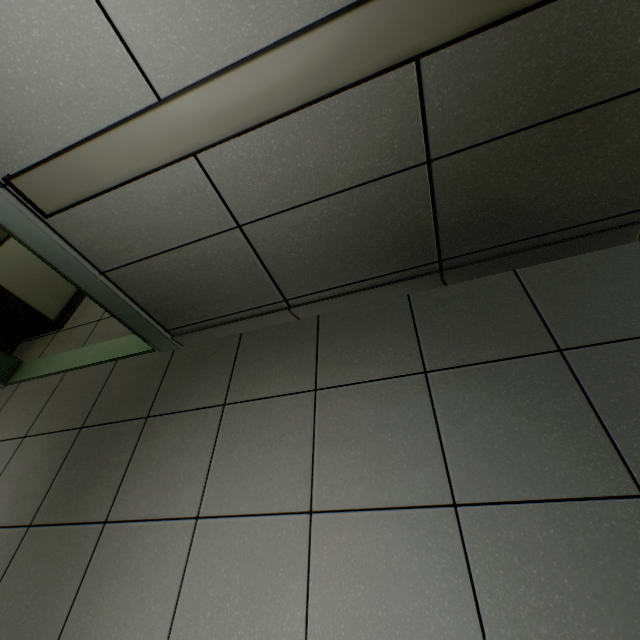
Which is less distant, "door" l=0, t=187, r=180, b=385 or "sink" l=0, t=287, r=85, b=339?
"door" l=0, t=187, r=180, b=385

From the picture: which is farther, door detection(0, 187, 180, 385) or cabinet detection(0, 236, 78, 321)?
cabinet detection(0, 236, 78, 321)

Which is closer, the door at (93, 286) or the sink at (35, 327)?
the door at (93, 286)

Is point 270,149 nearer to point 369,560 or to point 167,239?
point 167,239

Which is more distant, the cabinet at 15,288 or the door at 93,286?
the cabinet at 15,288
